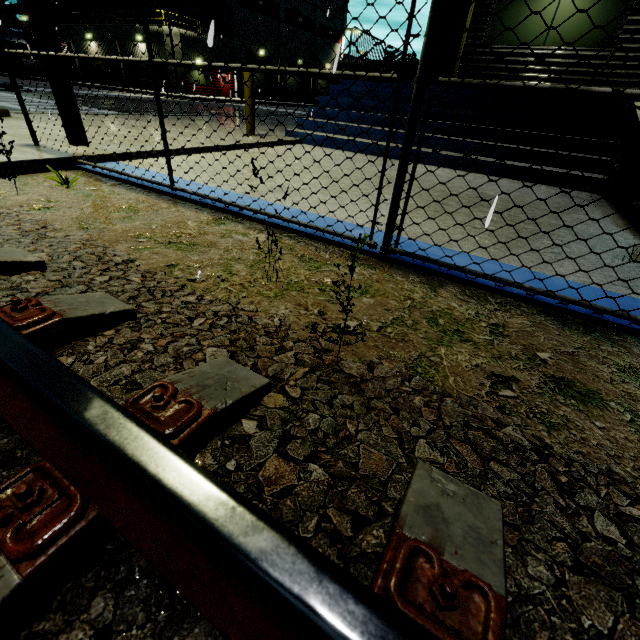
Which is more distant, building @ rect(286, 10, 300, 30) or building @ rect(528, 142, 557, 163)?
building @ rect(286, 10, 300, 30)

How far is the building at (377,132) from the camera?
7.0 meters

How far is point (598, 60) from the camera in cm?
806

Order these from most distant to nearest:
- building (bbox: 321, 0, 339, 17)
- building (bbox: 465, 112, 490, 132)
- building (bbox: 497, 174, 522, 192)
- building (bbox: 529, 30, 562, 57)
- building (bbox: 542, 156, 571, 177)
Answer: building (bbox: 321, 0, 339, 17) < building (bbox: 529, 30, 562, 57) < building (bbox: 465, 112, 490, 132) < building (bbox: 542, 156, 571, 177) < building (bbox: 497, 174, 522, 192)

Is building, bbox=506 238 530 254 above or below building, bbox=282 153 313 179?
below

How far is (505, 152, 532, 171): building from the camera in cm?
571

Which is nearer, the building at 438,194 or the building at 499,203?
the building at 499,203
